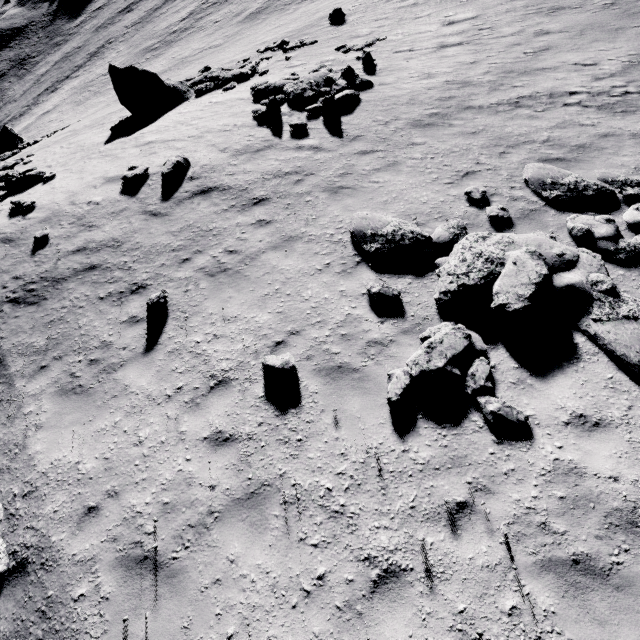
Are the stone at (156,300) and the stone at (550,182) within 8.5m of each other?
no

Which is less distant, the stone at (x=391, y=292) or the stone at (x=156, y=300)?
the stone at (x=391, y=292)

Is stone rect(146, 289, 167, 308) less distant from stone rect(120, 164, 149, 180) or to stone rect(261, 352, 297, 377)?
stone rect(261, 352, 297, 377)

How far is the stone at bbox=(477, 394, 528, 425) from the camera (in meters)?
4.99

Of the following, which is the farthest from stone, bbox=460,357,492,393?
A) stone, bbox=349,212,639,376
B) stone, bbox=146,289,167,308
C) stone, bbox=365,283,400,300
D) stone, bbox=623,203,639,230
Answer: stone, bbox=146,289,167,308

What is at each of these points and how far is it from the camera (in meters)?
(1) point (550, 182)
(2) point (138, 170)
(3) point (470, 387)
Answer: (1) stone, 7.95
(2) stone, 11.61
(3) stone, 5.36

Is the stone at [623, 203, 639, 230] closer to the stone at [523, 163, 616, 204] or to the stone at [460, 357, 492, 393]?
the stone at [523, 163, 616, 204]

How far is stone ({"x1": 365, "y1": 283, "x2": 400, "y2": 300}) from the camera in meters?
6.7
